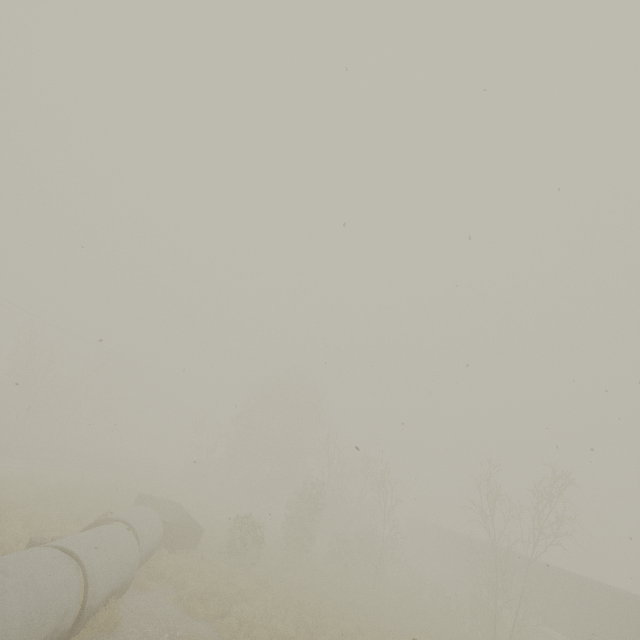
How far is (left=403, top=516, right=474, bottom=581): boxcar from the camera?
35.1 meters

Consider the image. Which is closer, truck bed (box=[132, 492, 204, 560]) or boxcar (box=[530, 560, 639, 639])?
truck bed (box=[132, 492, 204, 560])

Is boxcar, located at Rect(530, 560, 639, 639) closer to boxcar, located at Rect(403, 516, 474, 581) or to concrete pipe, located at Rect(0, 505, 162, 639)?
boxcar, located at Rect(403, 516, 474, 581)

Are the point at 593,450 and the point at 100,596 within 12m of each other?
no

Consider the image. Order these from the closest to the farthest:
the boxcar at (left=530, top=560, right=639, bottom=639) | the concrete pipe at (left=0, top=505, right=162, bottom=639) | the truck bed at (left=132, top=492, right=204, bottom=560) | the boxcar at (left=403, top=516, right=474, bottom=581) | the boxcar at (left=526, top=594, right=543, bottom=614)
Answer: the concrete pipe at (left=0, top=505, right=162, bottom=639), the truck bed at (left=132, top=492, right=204, bottom=560), the boxcar at (left=530, top=560, right=639, bottom=639), the boxcar at (left=526, top=594, right=543, bottom=614), the boxcar at (left=403, top=516, right=474, bottom=581)

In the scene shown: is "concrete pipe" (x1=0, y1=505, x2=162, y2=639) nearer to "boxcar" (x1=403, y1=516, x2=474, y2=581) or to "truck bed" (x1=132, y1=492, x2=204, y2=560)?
"truck bed" (x1=132, y1=492, x2=204, y2=560)

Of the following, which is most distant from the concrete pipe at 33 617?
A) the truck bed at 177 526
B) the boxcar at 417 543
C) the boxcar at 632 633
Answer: the boxcar at 417 543

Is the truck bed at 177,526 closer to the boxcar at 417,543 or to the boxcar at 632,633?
the boxcar at 632,633
